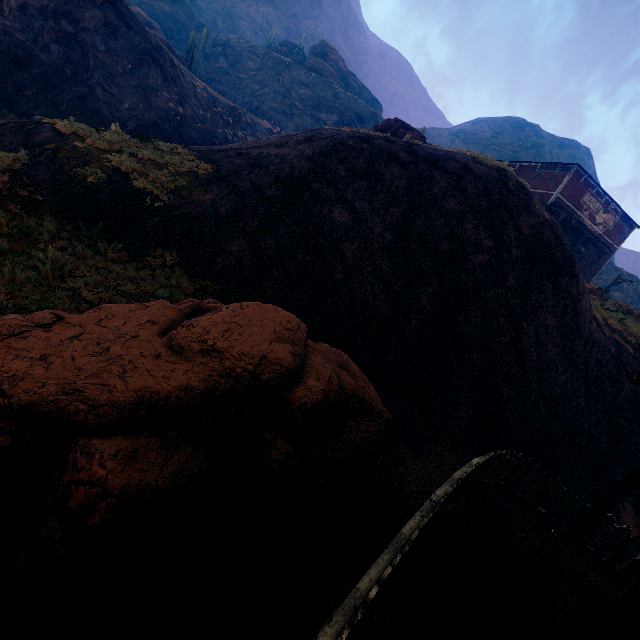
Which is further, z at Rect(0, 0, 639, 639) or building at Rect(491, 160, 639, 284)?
building at Rect(491, 160, 639, 284)

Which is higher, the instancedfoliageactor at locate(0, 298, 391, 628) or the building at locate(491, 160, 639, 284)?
the building at locate(491, 160, 639, 284)

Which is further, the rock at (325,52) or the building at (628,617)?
the rock at (325,52)

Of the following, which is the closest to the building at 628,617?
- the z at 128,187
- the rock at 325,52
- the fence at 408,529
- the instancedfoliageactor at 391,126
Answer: the z at 128,187

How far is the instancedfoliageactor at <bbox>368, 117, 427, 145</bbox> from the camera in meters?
15.8

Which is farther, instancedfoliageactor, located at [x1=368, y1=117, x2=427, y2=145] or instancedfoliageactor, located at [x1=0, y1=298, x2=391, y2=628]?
instancedfoliageactor, located at [x1=368, y1=117, x2=427, y2=145]

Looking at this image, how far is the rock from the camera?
49.91m

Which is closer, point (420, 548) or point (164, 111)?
point (420, 548)
